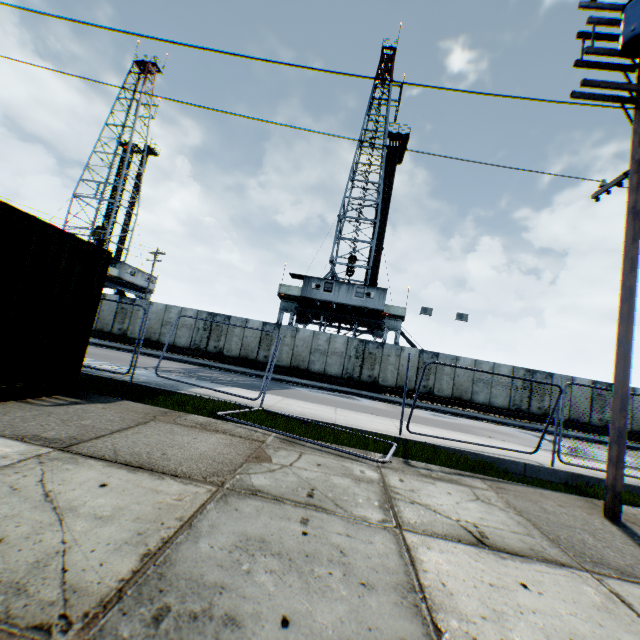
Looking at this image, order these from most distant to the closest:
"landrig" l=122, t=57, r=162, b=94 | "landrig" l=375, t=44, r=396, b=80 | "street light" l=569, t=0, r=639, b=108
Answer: "landrig" l=122, t=57, r=162, b=94
"landrig" l=375, t=44, r=396, b=80
"street light" l=569, t=0, r=639, b=108

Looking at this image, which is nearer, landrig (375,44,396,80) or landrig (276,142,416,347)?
landrig (276,142,416,347)

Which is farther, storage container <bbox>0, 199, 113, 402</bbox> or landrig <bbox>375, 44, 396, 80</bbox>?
landrig <bbox>375, 44, 396, 80</bbox>

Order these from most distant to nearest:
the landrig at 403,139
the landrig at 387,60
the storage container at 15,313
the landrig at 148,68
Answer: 1. the landrig at 148,68
2. the landrig at 387,60
3. the landrig at 403,139
4. the storage container at 15,313

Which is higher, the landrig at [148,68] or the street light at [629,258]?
the landrig at [148,68]

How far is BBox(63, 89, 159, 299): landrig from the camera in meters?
37.7 m

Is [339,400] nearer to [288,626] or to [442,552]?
[442,552]
